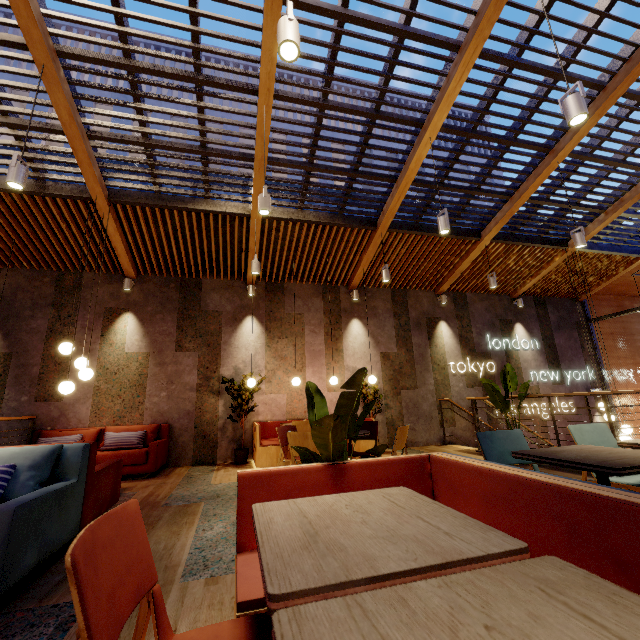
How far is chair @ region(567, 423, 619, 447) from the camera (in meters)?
2.78

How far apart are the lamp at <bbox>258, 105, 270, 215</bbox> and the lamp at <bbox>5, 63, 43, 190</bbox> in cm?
253

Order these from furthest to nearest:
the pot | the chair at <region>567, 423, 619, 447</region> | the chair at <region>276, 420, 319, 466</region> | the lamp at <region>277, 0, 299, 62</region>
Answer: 1. the pot
2. the chair at <region>276, 420, 319, 466</region>
3. the chair at <region>567, 423, 619, 447</region>
4. the lamp at <region>277, 0, 299, 62</region>

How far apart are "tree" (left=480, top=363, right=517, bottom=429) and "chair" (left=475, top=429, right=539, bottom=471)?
3.3 meters

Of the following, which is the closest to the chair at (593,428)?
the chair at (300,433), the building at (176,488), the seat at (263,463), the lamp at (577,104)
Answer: the building at (176,488)

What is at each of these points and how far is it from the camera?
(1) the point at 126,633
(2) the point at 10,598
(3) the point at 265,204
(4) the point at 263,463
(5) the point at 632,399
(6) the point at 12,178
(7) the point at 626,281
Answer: (1) building, 1.7 meters
(2) building, 2.1 meters
(3) lamp, 4.1 meters
(4) seat, 5.9 meters
(5) building, 10.2 meters
(6) lamp, 3.4 meters
(7) building, 10.5 meters

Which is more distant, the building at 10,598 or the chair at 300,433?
the chair at 300,433

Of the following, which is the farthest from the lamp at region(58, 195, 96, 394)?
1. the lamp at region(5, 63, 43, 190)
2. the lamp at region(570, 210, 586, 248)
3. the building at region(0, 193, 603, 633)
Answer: the lamp at region(570, 210, 586, 248)
